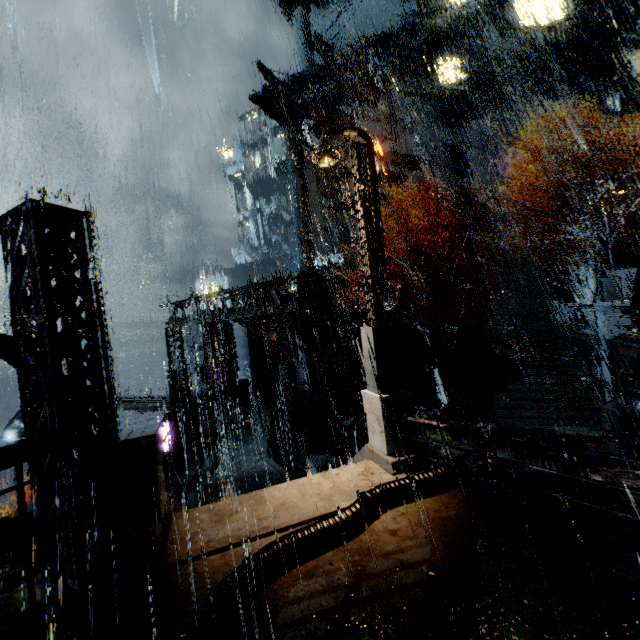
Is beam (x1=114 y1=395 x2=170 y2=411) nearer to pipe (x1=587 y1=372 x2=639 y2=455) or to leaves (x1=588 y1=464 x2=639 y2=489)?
pipe (x1=587 y1=372 x2=639 y2=455)

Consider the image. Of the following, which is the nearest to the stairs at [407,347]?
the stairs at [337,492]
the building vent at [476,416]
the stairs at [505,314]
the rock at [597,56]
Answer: the building vent at [476,416]

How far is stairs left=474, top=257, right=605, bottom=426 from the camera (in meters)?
16.89

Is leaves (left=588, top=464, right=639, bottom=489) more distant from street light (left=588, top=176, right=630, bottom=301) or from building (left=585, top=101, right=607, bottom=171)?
street light (left=588, top=176, right=630, bottom=301)

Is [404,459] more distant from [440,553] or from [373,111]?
[373,111]

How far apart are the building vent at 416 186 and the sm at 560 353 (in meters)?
24.28

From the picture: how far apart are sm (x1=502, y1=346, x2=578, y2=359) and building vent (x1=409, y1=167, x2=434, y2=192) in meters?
24.3 m

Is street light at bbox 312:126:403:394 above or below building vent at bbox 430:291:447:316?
below
